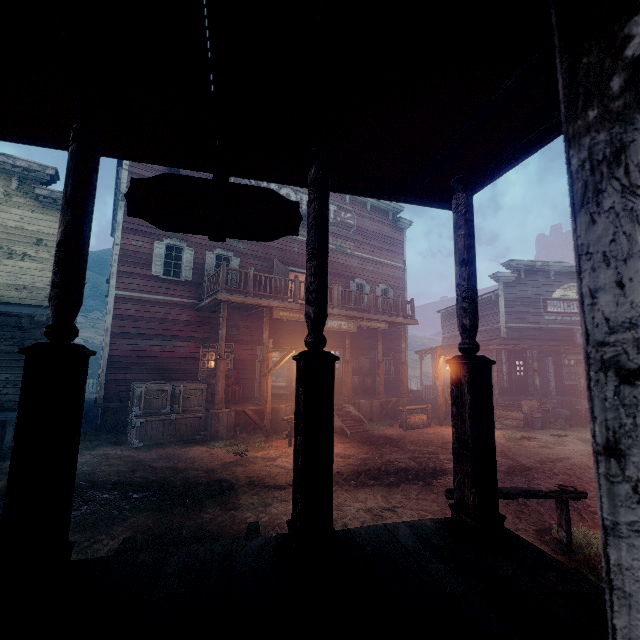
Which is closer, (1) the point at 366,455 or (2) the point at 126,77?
(2) the point at 126,77

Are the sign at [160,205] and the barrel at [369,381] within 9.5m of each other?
no

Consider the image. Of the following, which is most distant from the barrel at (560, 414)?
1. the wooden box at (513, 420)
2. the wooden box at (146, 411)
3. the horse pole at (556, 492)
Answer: the wooden box at (146, 411)

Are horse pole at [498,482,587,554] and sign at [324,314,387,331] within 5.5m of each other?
no

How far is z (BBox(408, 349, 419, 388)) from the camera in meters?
41.2

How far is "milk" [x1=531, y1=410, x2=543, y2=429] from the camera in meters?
13.5

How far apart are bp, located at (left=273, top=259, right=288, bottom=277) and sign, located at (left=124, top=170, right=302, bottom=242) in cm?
1054

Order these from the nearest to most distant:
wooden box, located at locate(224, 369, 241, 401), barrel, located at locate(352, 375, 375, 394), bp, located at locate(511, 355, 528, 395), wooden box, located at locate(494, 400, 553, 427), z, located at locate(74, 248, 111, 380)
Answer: wooden box, located at locate(224, 369, 241, 401) < wooden box, located at locate(494, 400, 553, 427) < barrel, located at locate(352, 375, 375, 394) < bp, located at locate(511, 355, 528, 395) < z, located at locate(74, 248, 111, 380)
